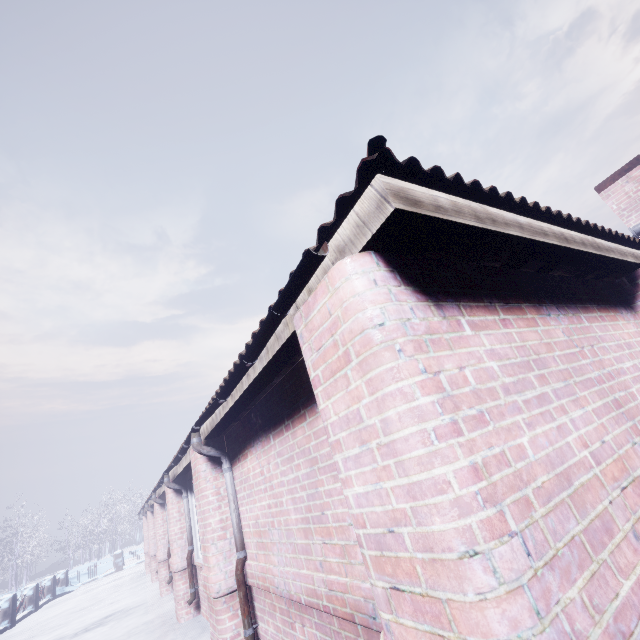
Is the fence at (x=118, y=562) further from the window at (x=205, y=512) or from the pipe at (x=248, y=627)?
the pipe at (x=248, y=627)

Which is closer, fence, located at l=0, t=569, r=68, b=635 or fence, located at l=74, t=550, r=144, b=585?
fence, located at l=0, t=569, r=68, b=635

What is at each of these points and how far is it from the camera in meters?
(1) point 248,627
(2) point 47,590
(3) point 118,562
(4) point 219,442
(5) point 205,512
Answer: (1) pipe, 2.9 m
(2) fence, 14.0 m
(3) fence, 17.2 m
(4) window, 3.8 m
(5) window, 3.4 m

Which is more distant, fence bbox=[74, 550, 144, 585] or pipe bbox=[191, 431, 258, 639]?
fence bbox=[74, 550, 144, 585]

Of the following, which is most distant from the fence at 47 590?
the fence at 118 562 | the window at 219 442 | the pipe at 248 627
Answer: the pipe at 248 627

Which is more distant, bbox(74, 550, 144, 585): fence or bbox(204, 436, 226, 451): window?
bbox(74, 550, 144, 585): fence

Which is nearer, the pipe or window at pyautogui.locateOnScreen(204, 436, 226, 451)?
the pipe

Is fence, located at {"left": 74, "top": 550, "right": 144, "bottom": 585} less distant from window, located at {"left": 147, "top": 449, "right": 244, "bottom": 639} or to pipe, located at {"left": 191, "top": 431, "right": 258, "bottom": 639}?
window, located at {"left": 147, "top": 449, "right": 244, "bottom": 639}
